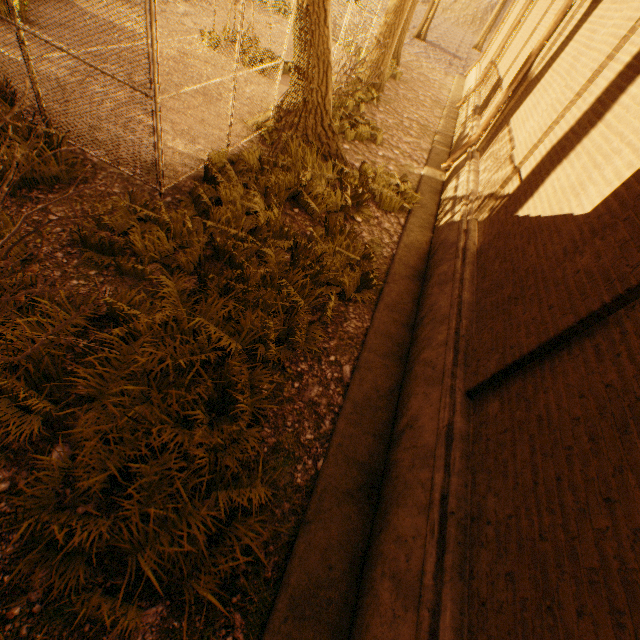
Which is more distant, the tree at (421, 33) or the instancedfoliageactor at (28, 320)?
the tree at (421, 33)

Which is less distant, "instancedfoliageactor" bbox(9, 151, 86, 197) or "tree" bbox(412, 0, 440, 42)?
"instancedfoliageactor" bbox(9, 151, 86, 197)

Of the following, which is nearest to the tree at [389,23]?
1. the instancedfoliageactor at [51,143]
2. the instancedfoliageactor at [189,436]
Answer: the instancedfoliageactor at [51,143]

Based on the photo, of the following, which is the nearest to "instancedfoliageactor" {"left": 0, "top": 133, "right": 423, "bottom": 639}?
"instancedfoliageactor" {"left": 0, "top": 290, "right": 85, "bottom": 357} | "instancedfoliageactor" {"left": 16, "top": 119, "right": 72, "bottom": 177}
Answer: "instancedfoliageactor" {"left": 0, "top": 290, "right": 85, "bottom": 357}

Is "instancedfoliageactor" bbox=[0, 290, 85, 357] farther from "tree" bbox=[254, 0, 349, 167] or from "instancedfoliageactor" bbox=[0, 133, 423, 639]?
"tree" bbox=[254, 0, 349, 167]

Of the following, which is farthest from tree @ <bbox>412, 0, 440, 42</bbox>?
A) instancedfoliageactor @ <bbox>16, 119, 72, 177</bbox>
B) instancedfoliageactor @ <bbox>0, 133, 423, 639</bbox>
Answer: instancedfoliageactor @ <bbox>0, 133, 423, 639</bbox>

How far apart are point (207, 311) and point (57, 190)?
3.1 meters
